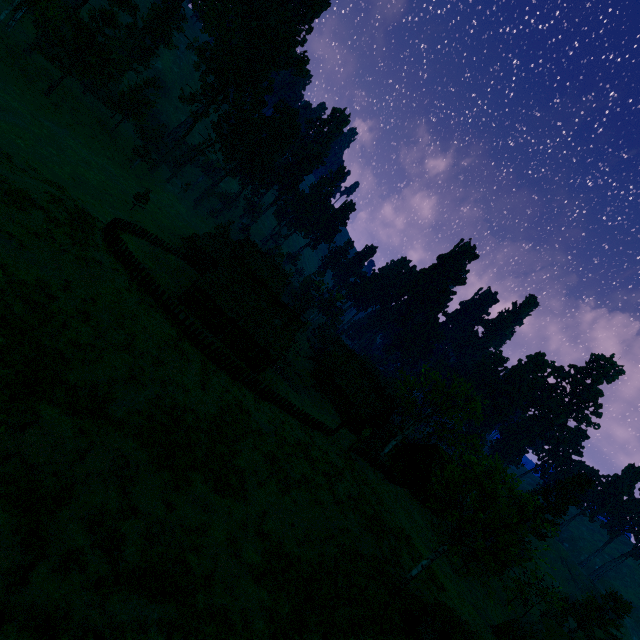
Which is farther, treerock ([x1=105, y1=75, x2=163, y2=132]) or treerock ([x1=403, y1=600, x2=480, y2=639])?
treerock ([x1=105, y1=75, x2=163, y2=132])

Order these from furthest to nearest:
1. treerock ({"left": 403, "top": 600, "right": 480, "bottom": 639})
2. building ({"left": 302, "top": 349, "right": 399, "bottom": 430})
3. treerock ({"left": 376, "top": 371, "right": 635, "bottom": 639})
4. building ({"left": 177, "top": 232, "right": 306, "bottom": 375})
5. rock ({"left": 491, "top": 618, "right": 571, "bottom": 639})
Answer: building ({"left": 302, "top": 349, "right": 399, "bottom": 430})
building ({"left": 177, "top": 232, "right": 306, "bottom": 375})
rock ({"left": 491, "top": 618, "right": 571, "bottom": 639})
treerock ({"left": 376, "top": 371, "right": 635, "bottom": 639})
treerock ({"left": 403, "top": 600, "right": 480, "bottom": 639})

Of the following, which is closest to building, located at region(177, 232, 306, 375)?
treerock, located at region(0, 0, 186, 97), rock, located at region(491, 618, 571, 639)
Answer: treerock, located at region(0, 0, 186, 97)

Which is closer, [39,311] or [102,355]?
[39,311]

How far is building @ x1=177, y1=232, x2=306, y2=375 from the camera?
35.44m

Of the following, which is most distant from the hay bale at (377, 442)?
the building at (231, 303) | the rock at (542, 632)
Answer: the rock at (542, 632)

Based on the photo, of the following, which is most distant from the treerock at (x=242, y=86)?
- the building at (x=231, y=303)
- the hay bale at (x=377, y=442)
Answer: the hay bale at (x=377, y=442)
